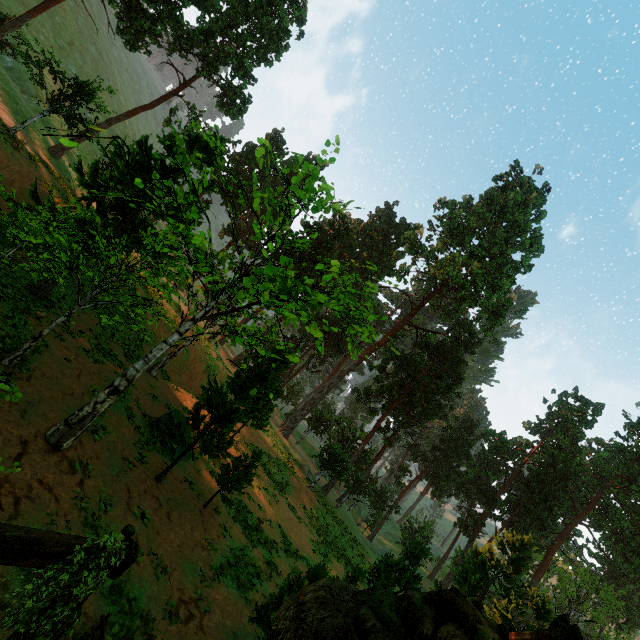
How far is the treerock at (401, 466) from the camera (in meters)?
49.83

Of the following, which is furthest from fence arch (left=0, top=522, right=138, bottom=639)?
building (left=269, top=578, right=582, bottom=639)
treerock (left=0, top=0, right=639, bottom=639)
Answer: treerock (left=0, top=0, right=639, bottom=639)

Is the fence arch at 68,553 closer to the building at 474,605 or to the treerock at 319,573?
the building at 474,605

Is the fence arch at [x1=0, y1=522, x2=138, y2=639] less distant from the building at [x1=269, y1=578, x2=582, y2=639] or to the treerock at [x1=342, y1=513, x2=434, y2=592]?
the building at [x1=269, y1=578, x2=582, y2=639]

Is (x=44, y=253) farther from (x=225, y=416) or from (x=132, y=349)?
(x=132, y=349)

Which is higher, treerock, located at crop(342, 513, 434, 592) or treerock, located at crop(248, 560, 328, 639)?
treerock, located at crop(342, 513, 434, 592)
